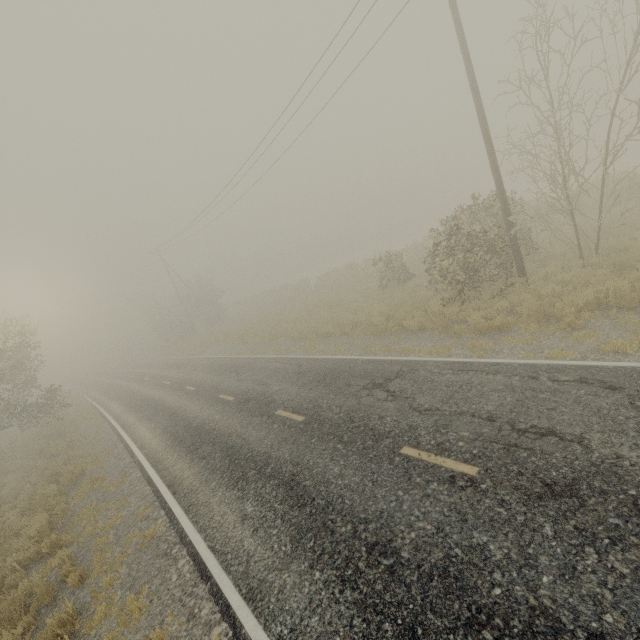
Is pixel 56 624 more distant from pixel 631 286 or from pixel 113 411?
pixel 113 411

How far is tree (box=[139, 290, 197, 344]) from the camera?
40.3m

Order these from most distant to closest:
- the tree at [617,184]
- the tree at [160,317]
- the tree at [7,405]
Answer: the tree at [160,317]
the tree at [7,405]
the tree at [617,184]

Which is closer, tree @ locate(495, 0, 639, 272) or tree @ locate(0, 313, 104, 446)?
tree @ locate(495, 0, 639, 272)

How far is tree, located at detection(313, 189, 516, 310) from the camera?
11.9m

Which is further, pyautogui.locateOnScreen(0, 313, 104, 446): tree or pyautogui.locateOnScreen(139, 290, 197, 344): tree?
pyautogui.locateOnScreen(139, 290, 197, 344): tree

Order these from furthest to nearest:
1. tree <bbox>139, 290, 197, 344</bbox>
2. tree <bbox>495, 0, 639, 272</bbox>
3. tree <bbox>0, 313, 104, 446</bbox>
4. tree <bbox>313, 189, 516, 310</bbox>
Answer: tree <bbox>139, 290, 197, 344</bbox> < tree <bbox>0, 313, 104, 446</bbox> < tree <bbox>313, 189, 516, 310</bbox> < tree <bbox>495, 0, 639, 272</bbox>

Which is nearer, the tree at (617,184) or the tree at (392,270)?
the tree at (617,184)
